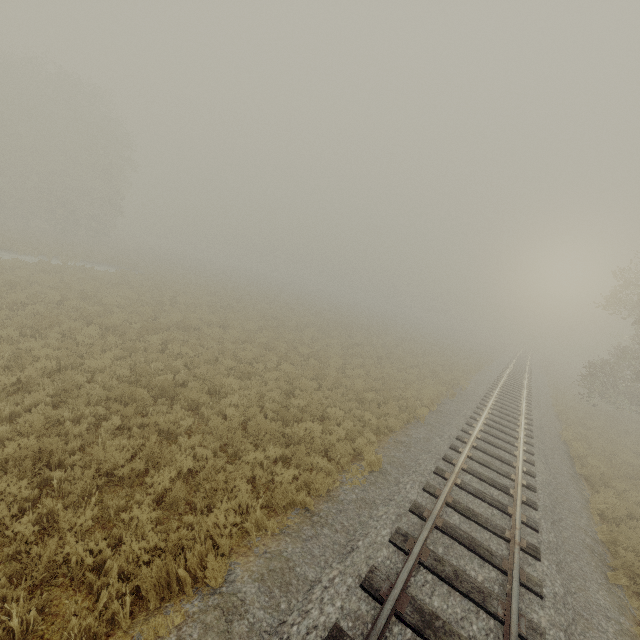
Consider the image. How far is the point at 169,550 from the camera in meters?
5.0 m
